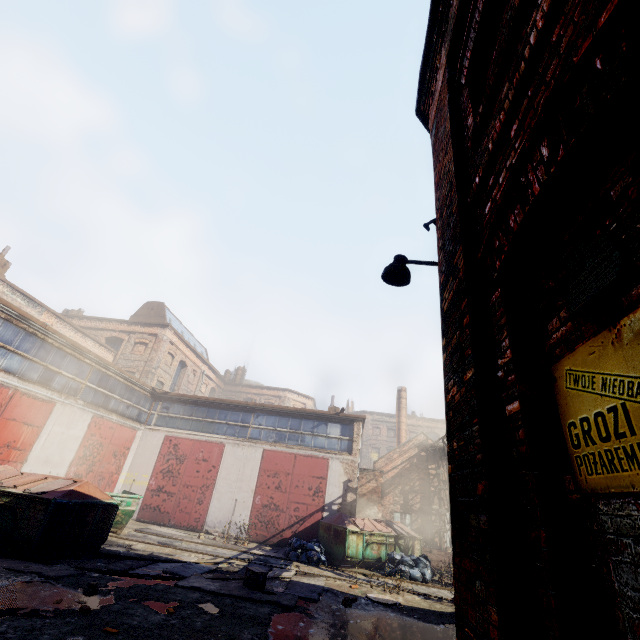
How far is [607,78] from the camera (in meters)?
1.25

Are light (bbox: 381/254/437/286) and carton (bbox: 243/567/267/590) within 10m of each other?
yes

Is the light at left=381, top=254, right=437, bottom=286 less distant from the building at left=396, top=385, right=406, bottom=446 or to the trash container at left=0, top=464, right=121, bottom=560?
the trash container at left=0, top=464, right=121, bottom=560

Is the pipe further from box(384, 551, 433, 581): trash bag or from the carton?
the carton

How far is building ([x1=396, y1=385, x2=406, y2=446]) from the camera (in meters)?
29.45

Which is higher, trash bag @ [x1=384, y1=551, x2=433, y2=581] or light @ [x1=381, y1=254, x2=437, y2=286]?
light @ [x1=381, y1=254, x2=437, y2=286]

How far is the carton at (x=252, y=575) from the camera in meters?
8.1

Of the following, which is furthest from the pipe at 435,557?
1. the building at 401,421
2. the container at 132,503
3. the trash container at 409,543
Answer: the container at 132,503
